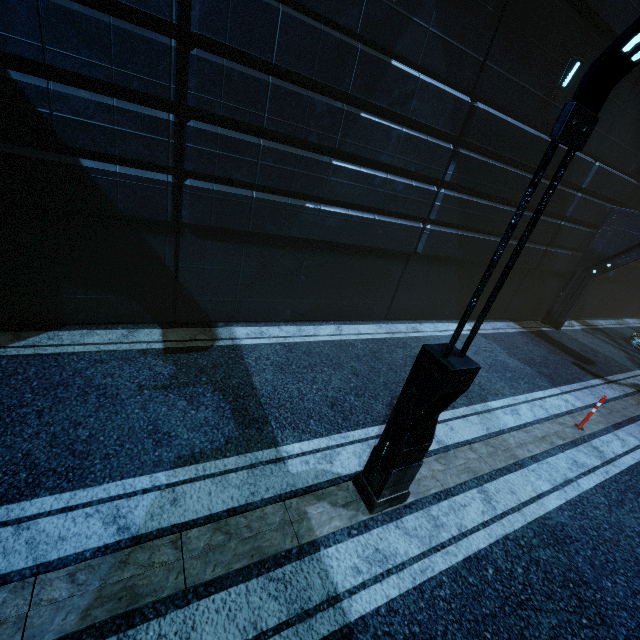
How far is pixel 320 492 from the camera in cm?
444

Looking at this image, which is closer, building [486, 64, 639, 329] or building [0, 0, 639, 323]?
building [0, 0, 639, 323]

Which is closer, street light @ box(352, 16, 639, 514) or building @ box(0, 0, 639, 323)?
street light @ box(352, 16, 639, 514)

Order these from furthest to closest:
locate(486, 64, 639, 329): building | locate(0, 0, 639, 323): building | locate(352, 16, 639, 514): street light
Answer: locate(486, 64, 639, 329): building, locate(0, 0, 639, 323): building, locate(352, 16, 639, 514): street light

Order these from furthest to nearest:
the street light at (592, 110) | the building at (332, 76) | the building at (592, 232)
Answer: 1. the building at (592, 232)
2. the building at (332, 76)
3. the street light at (592, 110)

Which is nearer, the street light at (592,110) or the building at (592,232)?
the street light at (592,110)
